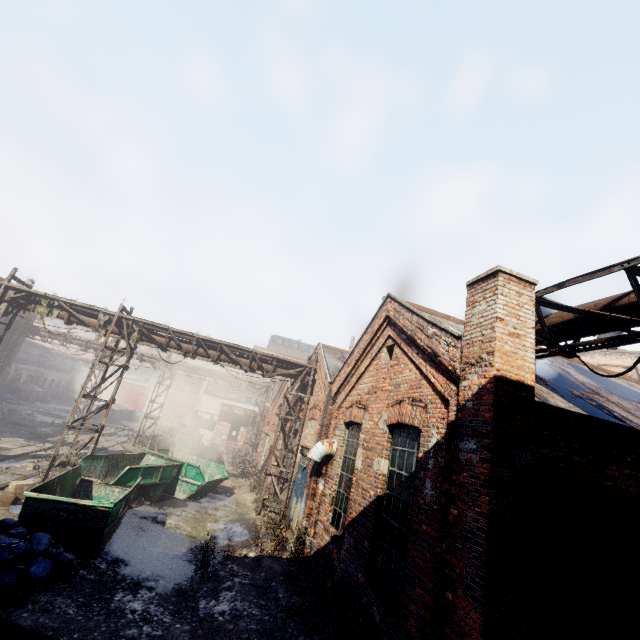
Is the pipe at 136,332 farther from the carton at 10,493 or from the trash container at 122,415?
the trash container at 122,415

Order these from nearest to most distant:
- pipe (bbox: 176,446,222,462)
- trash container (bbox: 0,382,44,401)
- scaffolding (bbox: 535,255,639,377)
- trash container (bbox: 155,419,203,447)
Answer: scaffolding (bbox: 535,255,639,377) < pipe (bbox: 176,446,222,462) < trash container (bbox: 155,419,203,447) < trash container (bbox: 0,382,44,401)

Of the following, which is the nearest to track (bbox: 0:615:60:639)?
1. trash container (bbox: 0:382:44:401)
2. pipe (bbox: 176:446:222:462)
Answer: pipe (bbox: 176:446:222:462)

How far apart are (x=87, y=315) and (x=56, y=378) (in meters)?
40.23

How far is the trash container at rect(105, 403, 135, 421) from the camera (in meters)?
33.88

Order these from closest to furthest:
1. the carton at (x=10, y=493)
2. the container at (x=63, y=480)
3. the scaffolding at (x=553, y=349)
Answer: the scaffolding at (x=553, y=349) < the container at (x=63, y=480) < the carton at (x=10, y=493)

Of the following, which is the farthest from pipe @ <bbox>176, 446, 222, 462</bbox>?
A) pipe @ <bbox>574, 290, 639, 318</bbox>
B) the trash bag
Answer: pipe @ <bbox>574, 290, 639, 318</bbox>

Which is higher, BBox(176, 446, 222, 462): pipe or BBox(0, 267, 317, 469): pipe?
BBox(0, 267, 317, 469): pipe
